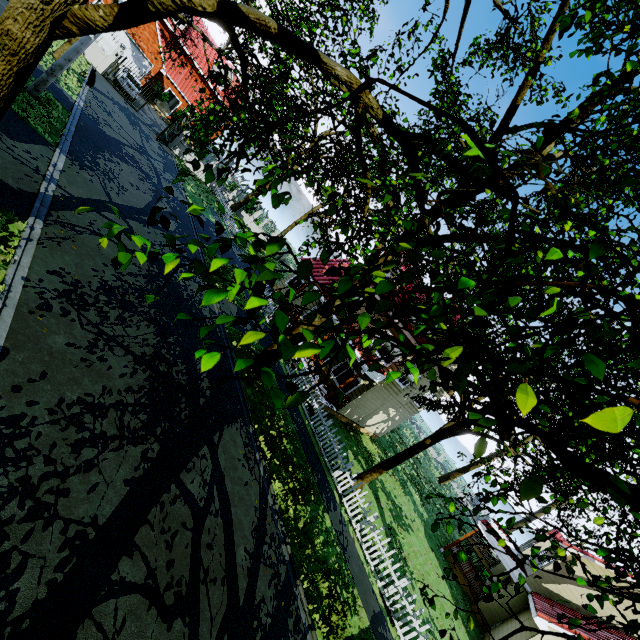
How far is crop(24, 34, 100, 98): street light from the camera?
11.0 meters

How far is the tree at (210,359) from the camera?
2.12m

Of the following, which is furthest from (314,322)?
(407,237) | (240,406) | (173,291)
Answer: (407,237)

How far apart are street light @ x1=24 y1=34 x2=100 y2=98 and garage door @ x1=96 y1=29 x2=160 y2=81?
23.13m

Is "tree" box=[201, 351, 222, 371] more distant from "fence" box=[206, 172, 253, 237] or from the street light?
the street light

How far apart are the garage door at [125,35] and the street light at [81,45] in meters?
23.1

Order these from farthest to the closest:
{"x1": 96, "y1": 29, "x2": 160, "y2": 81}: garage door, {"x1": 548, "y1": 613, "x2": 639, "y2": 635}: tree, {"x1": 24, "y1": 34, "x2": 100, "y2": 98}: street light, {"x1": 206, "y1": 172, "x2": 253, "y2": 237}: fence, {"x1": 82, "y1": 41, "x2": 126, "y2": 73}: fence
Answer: {"x1": 96, "y1": 29, "x2": 160, "y2": 81}: garage door → {"x1": 206, "y1": 172, "x2": 253, "y2": 237}: fence → {"x1": 82, "y1": 41, "x2": 126, "y2": 73}: fence → {"x1": 24, "y1": 34, "x2": 100, "y2": 98}: street light → {"x1": 548, "y1": 613, "x2": 639, "y2": 635}: tree

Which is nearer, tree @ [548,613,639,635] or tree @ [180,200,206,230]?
tree @ [180,200,206,230]
